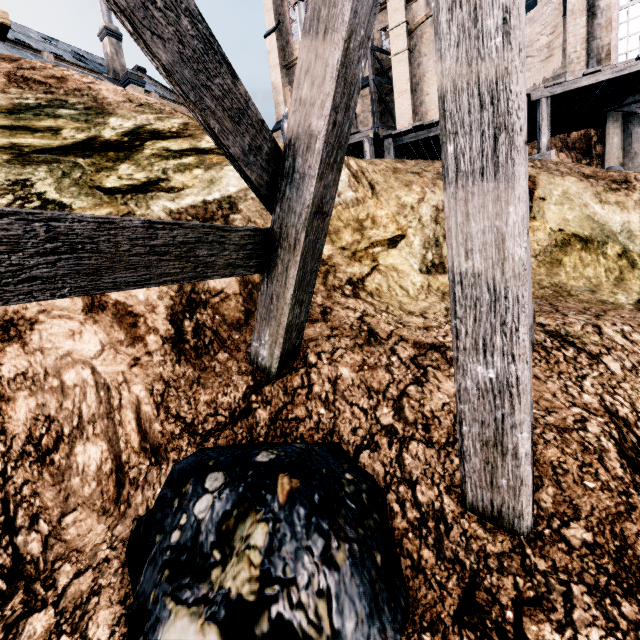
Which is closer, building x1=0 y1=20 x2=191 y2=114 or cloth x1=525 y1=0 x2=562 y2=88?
cloth x1=525 y1=0 x2=562 y2=88

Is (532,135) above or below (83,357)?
above

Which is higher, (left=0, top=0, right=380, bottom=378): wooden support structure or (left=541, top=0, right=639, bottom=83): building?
(left=541, top=0, right=639, bottom=83): building

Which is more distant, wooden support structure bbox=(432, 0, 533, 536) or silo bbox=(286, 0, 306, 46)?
silo bbox=(286, 0, 306, 46)

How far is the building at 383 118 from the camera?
26.70m

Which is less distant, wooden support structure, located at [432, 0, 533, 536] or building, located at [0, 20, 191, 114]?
wooden support structure, located at [432, 0, 533, 536]

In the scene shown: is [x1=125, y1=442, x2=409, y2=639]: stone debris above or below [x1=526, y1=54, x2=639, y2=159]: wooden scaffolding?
below

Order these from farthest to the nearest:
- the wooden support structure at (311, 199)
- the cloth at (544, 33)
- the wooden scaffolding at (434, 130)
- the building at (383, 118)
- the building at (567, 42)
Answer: the building at (383, 118)
the cloth at (544, 33)
the building at (567, 42)
the wooden scaffolding at (434, 130)
the wooden support structure at (311, 199)
